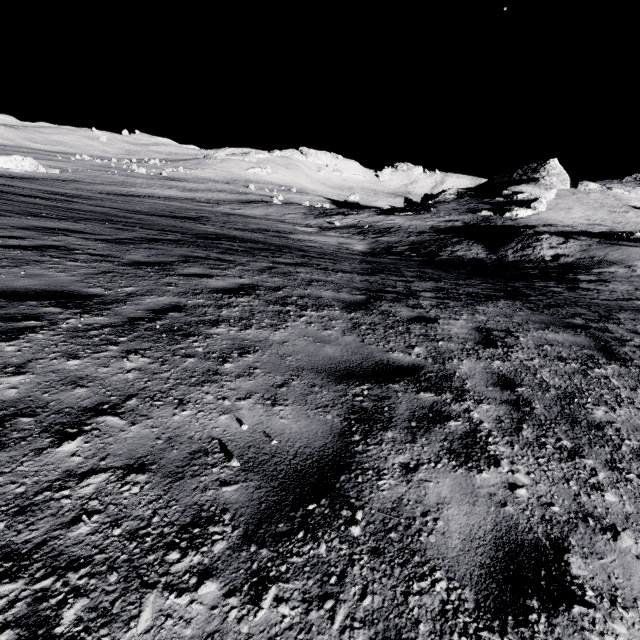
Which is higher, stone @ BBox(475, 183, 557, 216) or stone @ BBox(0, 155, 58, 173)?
stone @ BBox(475, 183, 557, 216)

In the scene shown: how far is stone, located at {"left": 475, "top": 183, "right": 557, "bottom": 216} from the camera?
47.3m

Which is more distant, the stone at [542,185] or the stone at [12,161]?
the stone at [12,161]

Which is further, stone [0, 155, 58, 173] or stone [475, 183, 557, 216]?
stone [0, 155, 58, 173]

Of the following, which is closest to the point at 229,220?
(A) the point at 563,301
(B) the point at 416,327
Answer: (A) the point at 563,301

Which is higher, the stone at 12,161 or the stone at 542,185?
the stone at 542,185
